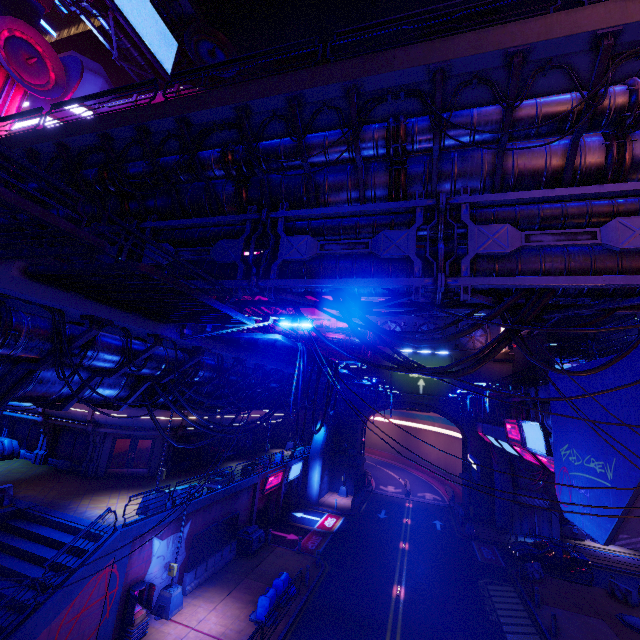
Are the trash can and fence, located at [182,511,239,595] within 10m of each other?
yes

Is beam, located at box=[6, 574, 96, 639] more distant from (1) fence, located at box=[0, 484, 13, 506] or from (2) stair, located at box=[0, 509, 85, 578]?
(1) fence, located at box=[0, 484, 13, 506]

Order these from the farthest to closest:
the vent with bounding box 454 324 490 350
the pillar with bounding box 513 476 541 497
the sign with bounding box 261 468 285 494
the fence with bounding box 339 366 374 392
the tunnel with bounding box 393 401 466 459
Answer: the vent with bounding box 454 324 490 350
the tunnel with bounding box 393 401 466 459
the pillar with bounding box 513 476 541 497
the sign with bounding box 261 468 285 494
the fence with bounding box 339 366 374 392

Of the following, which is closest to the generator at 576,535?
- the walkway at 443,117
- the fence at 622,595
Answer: the fence at 622,595

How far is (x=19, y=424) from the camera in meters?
25.5 m

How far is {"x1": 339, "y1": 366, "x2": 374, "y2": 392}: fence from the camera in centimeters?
1545cm

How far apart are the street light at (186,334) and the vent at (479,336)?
40.0m

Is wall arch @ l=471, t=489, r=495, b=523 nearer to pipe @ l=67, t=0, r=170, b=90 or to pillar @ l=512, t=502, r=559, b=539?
pillar @ l=512, t=502, r=559, b=539
